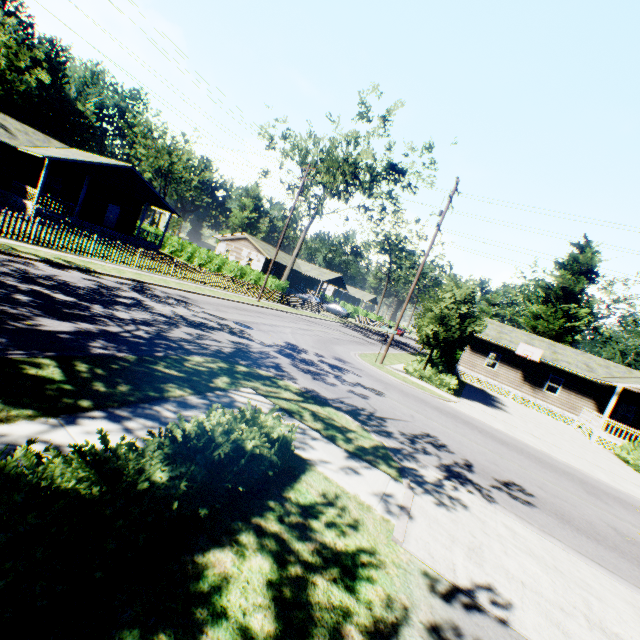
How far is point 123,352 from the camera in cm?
756

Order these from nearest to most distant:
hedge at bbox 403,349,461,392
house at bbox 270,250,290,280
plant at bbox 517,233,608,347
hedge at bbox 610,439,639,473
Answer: hedge at bbox 610,439,639,473 → hedge at bbox 403,349,461,392 → plant at bbox 517,233,608,347 → house at bbox 270,250,290,280

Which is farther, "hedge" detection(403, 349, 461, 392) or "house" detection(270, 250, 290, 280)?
"house" detection(270, 250, 290, 280)

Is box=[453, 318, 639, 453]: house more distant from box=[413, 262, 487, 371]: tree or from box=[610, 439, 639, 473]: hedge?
box=[413, 262, 487, 371]: tree

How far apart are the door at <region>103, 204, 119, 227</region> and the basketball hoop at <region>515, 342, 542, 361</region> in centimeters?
3970cm

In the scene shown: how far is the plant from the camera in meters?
36.7

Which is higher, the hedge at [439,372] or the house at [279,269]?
the house at [279,269]

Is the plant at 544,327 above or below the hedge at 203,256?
above
